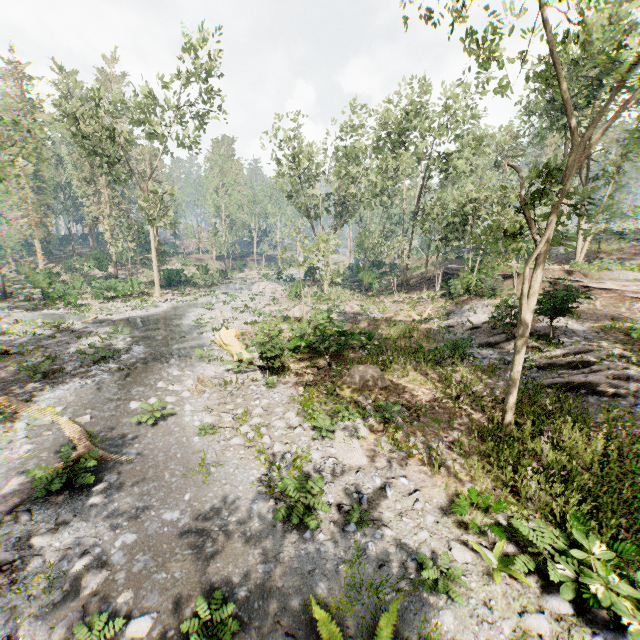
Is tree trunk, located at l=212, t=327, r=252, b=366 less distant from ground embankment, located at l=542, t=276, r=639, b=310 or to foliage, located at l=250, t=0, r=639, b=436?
foliage, located at l=250, t=0, r=639, b=436

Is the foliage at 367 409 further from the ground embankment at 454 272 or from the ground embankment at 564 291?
the ground embankment at 564 291

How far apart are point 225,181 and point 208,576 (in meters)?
64.17

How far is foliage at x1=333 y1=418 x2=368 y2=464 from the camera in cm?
897

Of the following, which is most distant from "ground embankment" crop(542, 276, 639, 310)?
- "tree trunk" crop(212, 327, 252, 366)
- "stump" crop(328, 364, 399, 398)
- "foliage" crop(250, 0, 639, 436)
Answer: "tree trunk" crop(212, 327, 252, 366)

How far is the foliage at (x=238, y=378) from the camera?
13.7m

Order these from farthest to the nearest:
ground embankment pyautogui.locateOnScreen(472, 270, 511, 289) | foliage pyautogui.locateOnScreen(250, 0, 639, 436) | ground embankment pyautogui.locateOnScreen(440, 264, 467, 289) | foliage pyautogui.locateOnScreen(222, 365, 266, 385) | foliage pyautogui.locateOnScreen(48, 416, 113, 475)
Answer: ground embankment pyautogui.locateOnScreen(440, 264, 467, 289) < ground embankment pyautogui.locateOnScreen(472, 270, 511, 289) < foliage pyautogui.locateOnScreen(222, 365, 266, 385) < foliage pyautogui.locateOnScreen(250, 0, 639, 436) < foliage pyautogui.locateOnScreen(48, 416, 113, 475)

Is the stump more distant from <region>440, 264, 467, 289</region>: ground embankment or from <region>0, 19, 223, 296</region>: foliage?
<region>440, 264, 467, 289</region>: ground embankment
